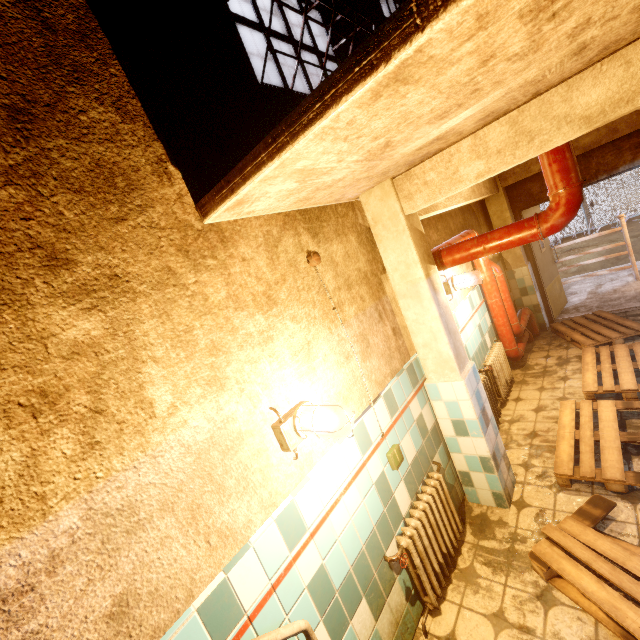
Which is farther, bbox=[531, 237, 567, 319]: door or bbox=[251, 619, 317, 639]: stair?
bbox=[531, 237, 567, 319]: door

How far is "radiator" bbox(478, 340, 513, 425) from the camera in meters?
3.8

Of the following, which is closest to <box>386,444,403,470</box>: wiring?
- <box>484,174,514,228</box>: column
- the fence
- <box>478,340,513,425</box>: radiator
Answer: <box>478,340,513,425</box>: radiator

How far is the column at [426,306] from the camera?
2.6 meters

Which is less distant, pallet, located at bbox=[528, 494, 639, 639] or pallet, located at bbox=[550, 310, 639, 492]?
pallet, located at bbox=[528, 494, 639, 639]

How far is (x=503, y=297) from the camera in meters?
4.8 m

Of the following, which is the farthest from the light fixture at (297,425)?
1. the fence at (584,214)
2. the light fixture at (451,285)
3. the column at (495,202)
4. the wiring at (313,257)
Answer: the fence at (584,214)

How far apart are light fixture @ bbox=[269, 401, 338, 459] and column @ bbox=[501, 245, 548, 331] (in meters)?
5.51
